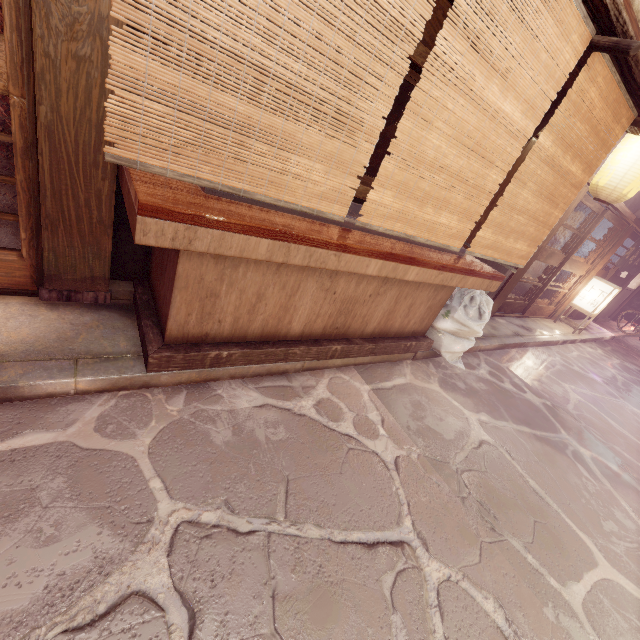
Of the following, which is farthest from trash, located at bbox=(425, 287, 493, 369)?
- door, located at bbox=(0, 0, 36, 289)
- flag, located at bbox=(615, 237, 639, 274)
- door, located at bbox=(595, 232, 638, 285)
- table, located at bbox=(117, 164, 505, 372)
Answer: flag, located at bbox=(615, 237, 639, 274)

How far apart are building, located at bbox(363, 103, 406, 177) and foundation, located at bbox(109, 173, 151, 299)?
6.8 meters

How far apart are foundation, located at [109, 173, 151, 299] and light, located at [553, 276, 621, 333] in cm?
1842

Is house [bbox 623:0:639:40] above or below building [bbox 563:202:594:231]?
above

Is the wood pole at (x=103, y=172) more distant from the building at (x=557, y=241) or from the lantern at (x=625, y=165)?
the building at (x=557, y=241)

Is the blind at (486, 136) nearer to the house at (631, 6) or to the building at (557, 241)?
the house at (631, 6)

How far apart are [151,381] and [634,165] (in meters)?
11.67

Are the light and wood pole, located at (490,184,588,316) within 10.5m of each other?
yes
